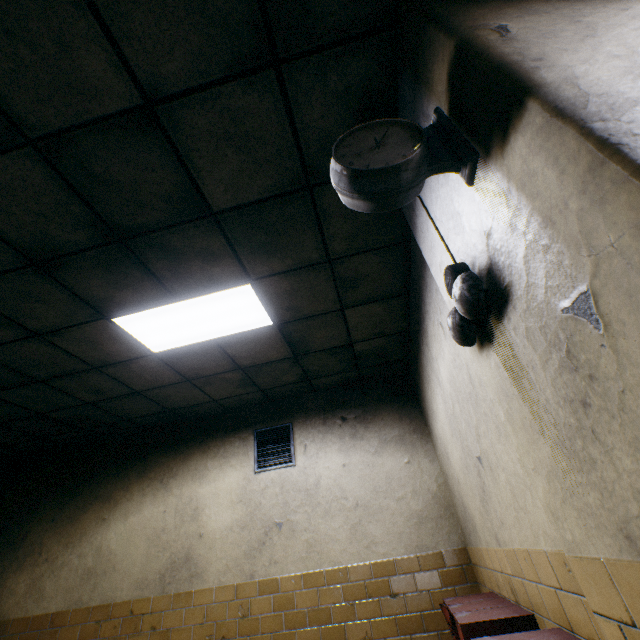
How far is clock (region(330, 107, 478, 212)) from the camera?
1.1m

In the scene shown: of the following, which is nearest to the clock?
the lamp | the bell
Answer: the bell

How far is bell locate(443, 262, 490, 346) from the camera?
1.1m

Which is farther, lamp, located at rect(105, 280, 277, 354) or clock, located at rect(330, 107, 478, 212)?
lamp, located at rect(105, 280, 277, 354)

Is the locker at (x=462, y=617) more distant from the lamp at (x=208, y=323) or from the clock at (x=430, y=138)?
the lamp at (x=208, y=323)

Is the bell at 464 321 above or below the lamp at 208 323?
below

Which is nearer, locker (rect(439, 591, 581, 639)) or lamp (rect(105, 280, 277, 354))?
locker (rect(439, 591, 581, 639))

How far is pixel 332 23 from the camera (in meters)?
1.44
